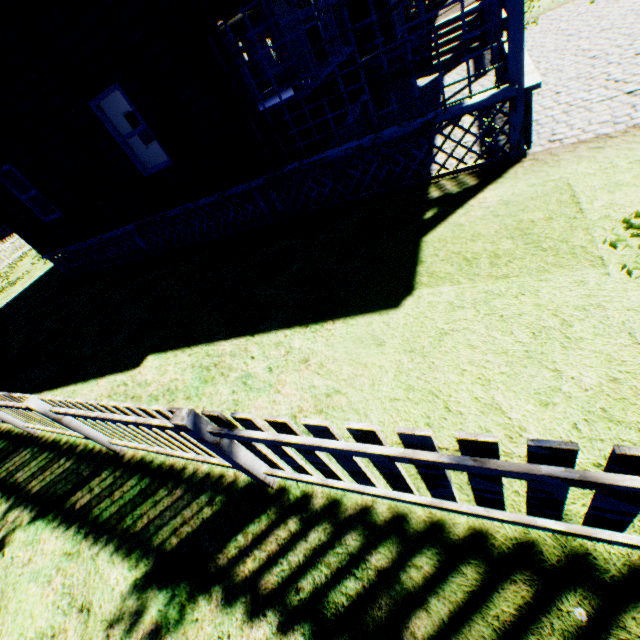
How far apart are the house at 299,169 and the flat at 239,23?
3.22m

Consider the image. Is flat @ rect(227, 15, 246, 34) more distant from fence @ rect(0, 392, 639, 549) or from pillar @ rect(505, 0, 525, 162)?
fence @ rect(0, 392, 639, 549)

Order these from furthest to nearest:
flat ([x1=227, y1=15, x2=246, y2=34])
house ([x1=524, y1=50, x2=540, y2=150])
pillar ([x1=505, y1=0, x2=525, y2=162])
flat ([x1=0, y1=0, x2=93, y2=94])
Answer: flat ([x1=227, y1=15, x2=246, y2=34]) < flat ([x1=0, y1=0, x2=93, y2=94]) < house ([x1=524, y1=50, x2=540, y2=150]) < pillar ([x1=505, y1=0, x2=525, y2=162])

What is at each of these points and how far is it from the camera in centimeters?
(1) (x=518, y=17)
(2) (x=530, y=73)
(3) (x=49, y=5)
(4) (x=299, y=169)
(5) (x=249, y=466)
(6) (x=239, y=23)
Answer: (1) pillar, 408cm
(2) house, 502cm
(3) flat, 546cm
(4) house, 628cm
(5) fence, 276cm
(6) flat, 1775cm

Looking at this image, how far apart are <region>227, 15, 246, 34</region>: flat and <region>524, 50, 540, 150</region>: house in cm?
322

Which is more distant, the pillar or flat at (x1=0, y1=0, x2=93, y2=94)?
flat at (x1=0, y1=0, x2=93, y2=94)

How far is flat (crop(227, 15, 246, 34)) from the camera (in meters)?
15.65
